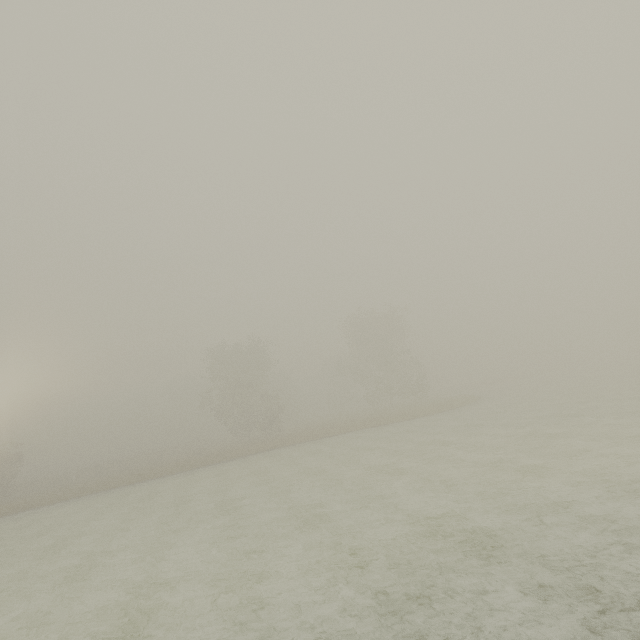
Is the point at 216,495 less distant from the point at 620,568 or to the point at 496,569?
the point at 496,569
